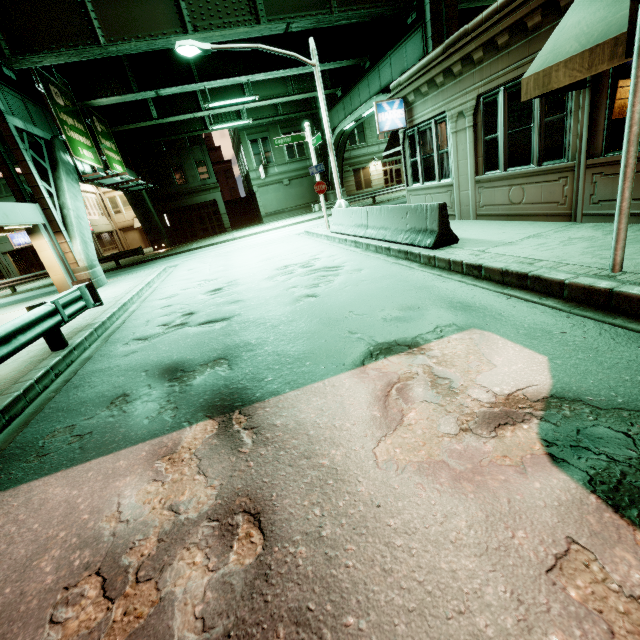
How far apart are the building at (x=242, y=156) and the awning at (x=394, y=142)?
22.7m

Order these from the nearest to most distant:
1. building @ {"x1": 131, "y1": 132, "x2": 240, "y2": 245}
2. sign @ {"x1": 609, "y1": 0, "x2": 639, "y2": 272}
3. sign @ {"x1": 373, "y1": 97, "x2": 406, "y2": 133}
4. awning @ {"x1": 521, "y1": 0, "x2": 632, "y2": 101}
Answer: sign @ {"x1": 609, "y1": 0, "x2": 639, "y2": 272} < awning @ {"x1": 521, "y1": 0, "x2": 632, "y2": 101} < sign @ {"x1": 373, "y1": 97, "x2": 406, "y2": 133} < building @ {"x1": 131, "y1": 132, "x2": 240, "y2": 245}

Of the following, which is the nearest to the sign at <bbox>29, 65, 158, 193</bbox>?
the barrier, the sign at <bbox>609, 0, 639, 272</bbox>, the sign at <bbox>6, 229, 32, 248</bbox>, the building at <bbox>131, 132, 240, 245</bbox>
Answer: the building at <bbox>131, 132, 240, 245</bbox>

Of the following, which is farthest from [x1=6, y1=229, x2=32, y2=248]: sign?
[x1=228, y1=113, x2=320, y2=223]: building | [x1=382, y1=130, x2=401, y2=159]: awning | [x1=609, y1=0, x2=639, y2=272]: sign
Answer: [x1=609, y1=0, x2=639, y2=272]: sign

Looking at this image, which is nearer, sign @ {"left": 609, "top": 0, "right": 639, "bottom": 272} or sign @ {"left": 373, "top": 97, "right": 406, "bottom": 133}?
sign @ {"left": 609, "top": 0, "right": 639, "bottom": 272}

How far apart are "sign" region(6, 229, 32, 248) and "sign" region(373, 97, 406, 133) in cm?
3259

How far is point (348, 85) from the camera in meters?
25.8

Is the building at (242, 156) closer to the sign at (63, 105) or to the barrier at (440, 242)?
the sign at (63, 105)
